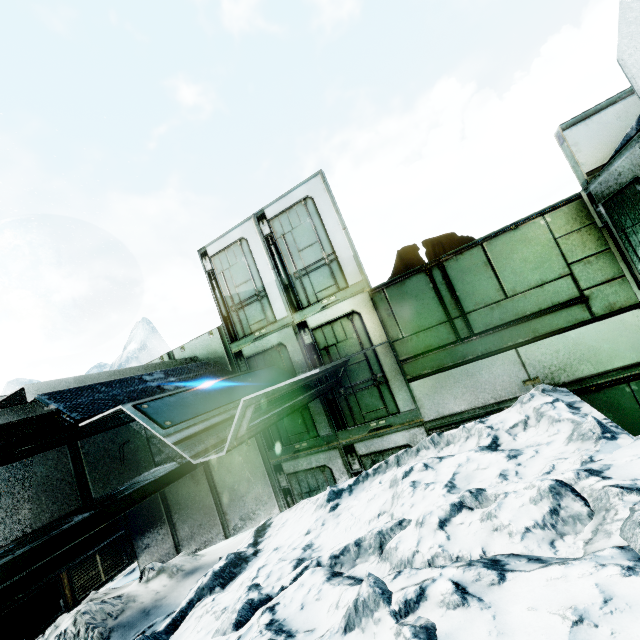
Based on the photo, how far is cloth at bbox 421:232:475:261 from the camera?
5.7m

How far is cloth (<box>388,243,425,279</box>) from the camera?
6.06m

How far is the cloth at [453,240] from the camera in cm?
574

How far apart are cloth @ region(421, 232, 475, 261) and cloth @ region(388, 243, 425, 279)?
0.1m

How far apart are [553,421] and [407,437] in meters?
2.6 m

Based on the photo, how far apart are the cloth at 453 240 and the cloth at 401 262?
0.1m
